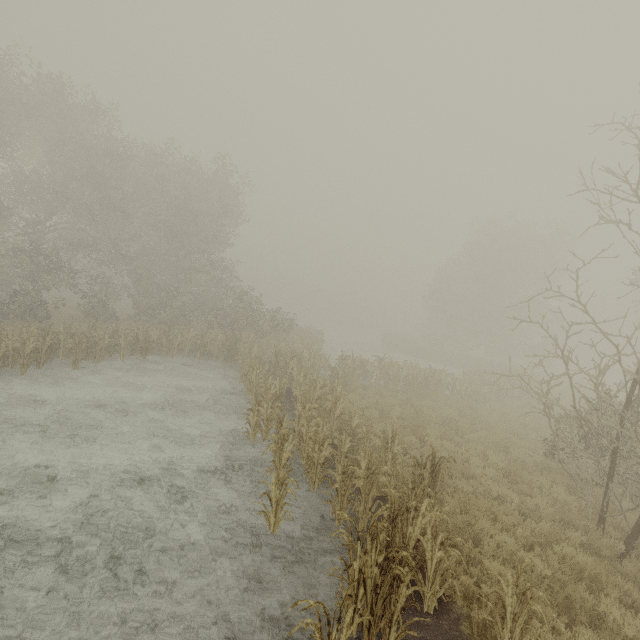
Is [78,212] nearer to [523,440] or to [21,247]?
[21,247]
